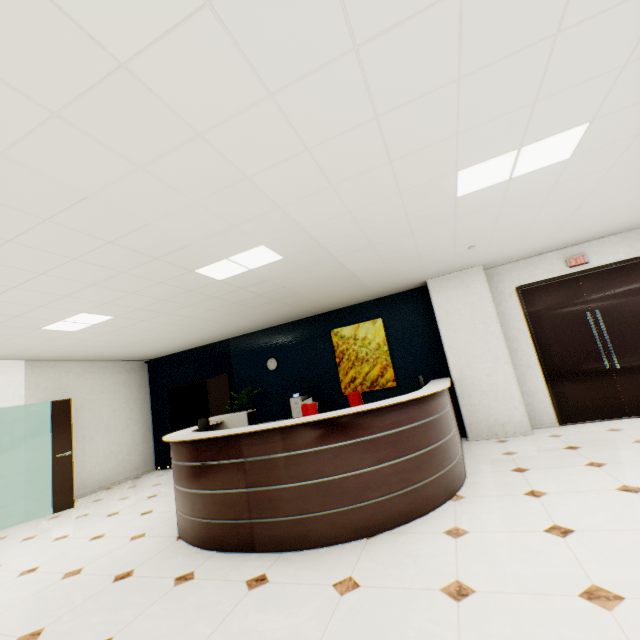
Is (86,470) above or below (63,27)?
below

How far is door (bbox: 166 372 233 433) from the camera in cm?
724

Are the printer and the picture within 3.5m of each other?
yes

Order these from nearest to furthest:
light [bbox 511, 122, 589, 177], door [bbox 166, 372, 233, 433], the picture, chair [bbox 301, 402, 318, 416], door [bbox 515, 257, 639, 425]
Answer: light [bbox 511, 122, 589, 177], chair [bbox 301, 402, 318, 416], door [bbox 515, 257, 639, 425], the picture, door [bbox 166, 372, 233, 433]

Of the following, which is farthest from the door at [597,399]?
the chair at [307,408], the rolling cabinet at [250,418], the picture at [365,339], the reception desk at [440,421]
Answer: the rolling cabinet at [250,418]

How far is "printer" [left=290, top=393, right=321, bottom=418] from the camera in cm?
675

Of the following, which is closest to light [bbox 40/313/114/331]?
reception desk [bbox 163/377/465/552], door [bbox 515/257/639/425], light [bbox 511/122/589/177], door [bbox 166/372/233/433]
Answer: reception desk [bbox 163/377/465/552]

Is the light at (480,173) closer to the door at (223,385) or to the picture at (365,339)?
the picture at (365,339)
